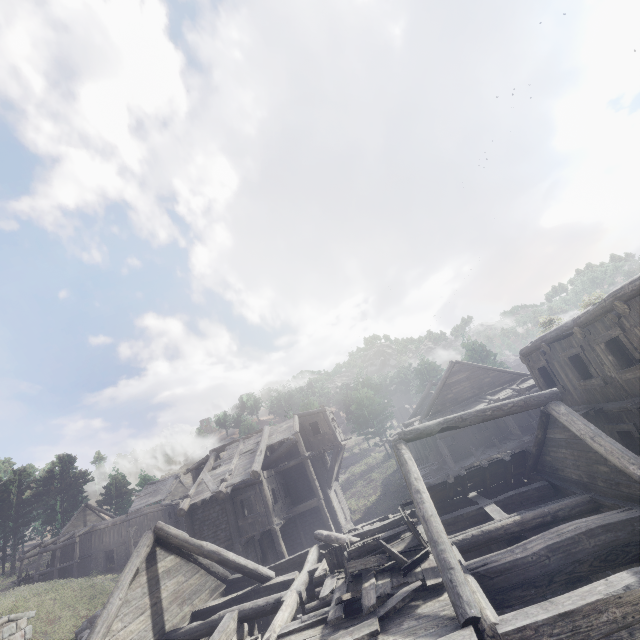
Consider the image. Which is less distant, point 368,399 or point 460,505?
point 460,505

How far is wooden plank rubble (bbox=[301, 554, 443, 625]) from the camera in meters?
7.3 m

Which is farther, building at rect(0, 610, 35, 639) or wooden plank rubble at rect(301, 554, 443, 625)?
building at rect(0, 610, 35, 639)

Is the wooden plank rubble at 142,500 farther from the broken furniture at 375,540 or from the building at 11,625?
the broken furniture at 375,540

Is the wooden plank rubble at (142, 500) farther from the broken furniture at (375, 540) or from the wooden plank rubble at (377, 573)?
the broken furniture at (375, 540)

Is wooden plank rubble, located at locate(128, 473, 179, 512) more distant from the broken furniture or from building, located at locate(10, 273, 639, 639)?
the broken furniture

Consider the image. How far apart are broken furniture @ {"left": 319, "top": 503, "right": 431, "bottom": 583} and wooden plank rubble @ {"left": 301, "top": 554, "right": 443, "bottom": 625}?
0.0m

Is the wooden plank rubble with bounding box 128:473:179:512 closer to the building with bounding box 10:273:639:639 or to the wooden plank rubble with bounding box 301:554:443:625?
the building with bounding box 10:273:639:639
